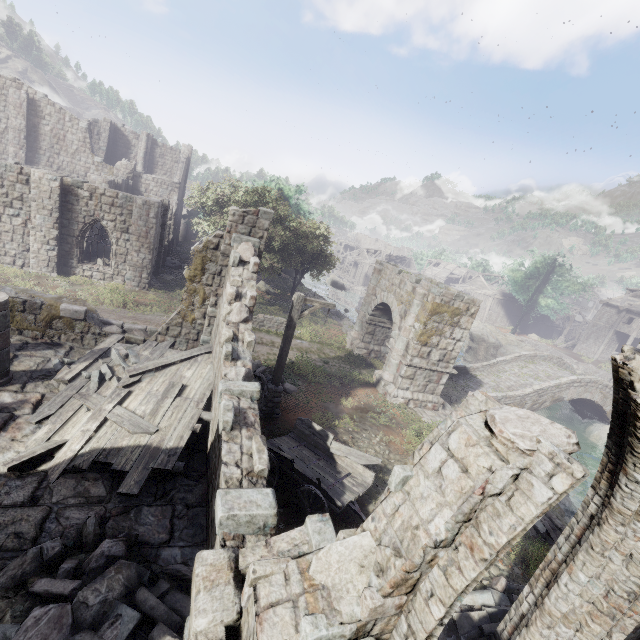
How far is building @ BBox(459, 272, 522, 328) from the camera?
55.1 meters

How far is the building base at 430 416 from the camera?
14.7 meters

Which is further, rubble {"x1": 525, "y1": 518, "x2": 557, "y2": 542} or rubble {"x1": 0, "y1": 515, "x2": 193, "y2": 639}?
rubble {"x1": 525, "y1": 518, "x2": 557, "y2": 542}

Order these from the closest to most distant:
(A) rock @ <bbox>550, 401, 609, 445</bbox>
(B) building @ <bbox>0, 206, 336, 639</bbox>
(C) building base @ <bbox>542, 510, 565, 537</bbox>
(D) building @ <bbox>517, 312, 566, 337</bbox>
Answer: (B) building @ <bbox>0, 206, 336, 639</bbox> → (C) building base @ <bbox>542, 510, 565, 537</bbox> → (A) rock @ <bbox>550, 401, 609, 445</bbox> → (D) building @ <bbox>517, 312, 566, 337</bbox>

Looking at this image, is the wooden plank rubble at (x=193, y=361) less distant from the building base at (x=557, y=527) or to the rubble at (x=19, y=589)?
the rubble at (x=19, y=589)

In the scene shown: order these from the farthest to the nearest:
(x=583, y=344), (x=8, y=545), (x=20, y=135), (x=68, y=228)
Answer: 1. (x=583, y=344)
2. (x=20, y=135)
3. (x=68, y=228)
4. (x=8, y=545)

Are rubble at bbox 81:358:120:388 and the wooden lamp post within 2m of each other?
no

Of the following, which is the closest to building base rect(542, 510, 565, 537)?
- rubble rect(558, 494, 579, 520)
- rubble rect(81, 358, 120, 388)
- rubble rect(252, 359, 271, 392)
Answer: rubble rect(558, 494, 579, 520)
